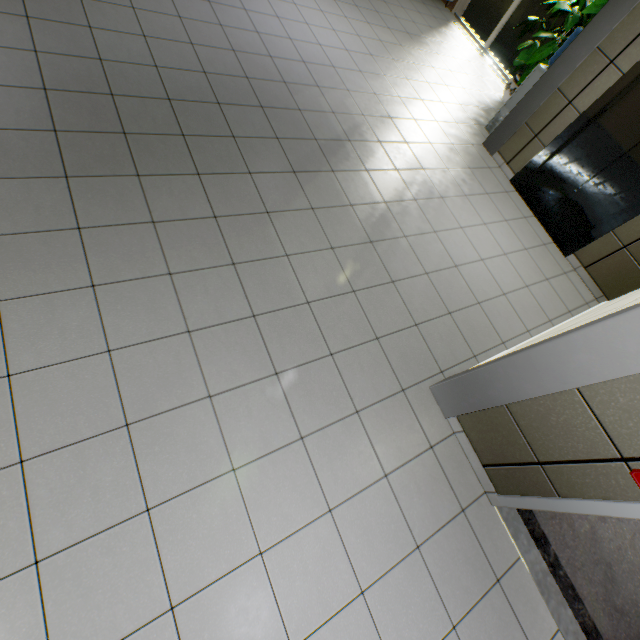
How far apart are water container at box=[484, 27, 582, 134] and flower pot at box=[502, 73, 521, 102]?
1.2 meters

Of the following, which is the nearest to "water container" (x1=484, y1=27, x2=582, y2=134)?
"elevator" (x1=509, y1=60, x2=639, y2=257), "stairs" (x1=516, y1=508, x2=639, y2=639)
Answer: "elevator" (x1=509, y1=60, x2=639, y2=257)

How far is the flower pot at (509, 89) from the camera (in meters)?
6.22

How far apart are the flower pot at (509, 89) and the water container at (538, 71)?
1.2 meters

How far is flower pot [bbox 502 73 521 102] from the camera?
6.22m

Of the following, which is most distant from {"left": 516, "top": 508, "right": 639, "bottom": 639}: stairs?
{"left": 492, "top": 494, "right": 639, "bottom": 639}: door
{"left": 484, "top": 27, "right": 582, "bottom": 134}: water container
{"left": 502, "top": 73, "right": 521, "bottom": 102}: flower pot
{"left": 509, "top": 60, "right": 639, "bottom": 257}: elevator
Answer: {"left": 502, "top": 73, "right": 521, "bottom": 102}: flower pot

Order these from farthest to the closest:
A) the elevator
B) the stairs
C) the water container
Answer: the water container
the elevator
the stairs

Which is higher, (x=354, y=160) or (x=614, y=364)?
(x=614, y=364)
